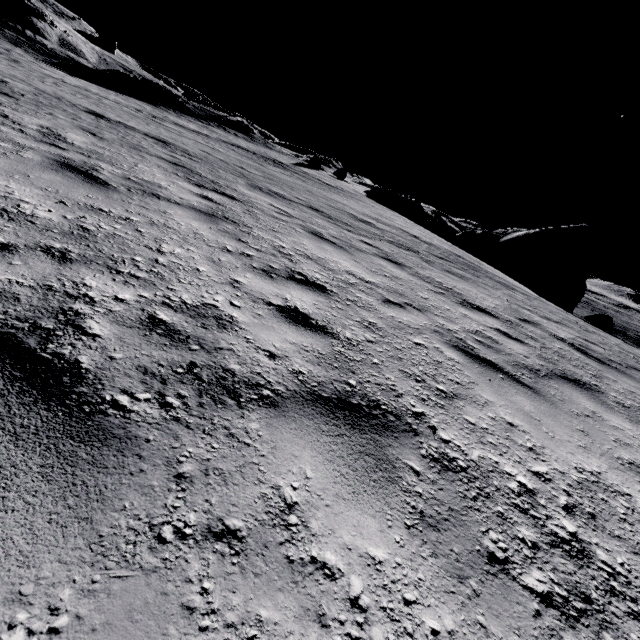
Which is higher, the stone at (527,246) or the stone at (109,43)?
the stone at (109,43)

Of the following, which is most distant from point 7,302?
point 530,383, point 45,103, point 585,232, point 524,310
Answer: point 585,232

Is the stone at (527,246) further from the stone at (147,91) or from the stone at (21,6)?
the stone at (21,6)

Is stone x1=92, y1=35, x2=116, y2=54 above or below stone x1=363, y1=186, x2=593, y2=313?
above

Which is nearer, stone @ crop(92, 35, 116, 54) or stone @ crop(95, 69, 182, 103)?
stone @ crop(95, 69, 182, 103)

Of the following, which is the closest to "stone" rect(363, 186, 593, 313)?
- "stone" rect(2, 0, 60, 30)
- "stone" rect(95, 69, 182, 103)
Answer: "stone" rect(95, 69, 182, 103)

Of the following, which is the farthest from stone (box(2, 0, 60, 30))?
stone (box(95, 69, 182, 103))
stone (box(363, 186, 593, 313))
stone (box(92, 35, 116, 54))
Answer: stone (box(363, 186, 593, 313))
